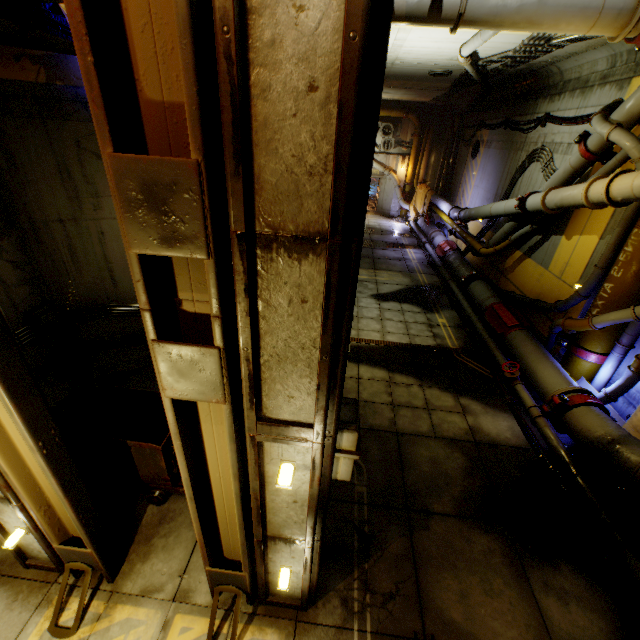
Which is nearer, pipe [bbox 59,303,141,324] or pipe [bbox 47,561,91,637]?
pipe [bbox 47,561,91,637]

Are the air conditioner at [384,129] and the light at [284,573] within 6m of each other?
no

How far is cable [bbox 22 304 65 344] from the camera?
5.9m

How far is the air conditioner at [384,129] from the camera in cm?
2102

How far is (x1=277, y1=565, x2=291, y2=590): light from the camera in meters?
3.3

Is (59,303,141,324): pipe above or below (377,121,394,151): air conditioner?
below

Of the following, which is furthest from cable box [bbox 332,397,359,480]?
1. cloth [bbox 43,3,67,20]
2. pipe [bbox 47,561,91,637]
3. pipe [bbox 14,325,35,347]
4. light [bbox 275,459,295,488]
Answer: pipe [bbox 14,325,35,347]

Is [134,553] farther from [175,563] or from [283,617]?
[283,617]
